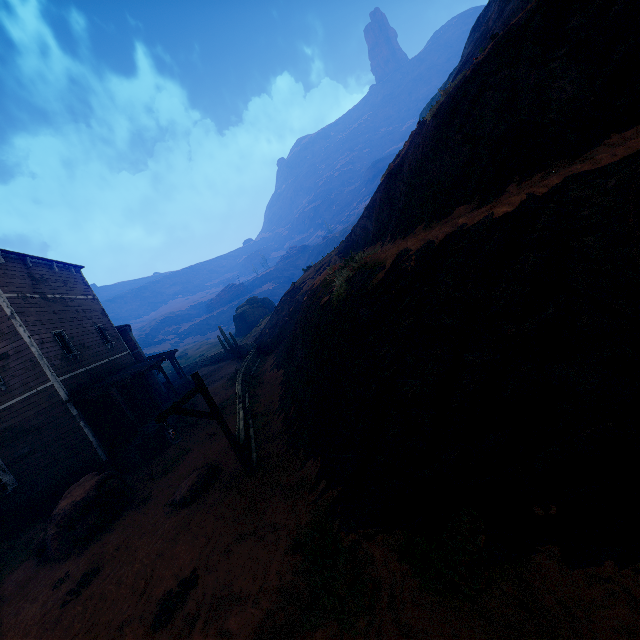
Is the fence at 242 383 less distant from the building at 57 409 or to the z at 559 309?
the z at 559 309

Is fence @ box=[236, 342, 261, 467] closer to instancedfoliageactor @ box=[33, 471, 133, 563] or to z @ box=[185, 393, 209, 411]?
z @ box=[185, 393, 209, 411]

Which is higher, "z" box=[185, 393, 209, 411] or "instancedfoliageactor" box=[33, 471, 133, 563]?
"instancedfoliageactor" box=[33, 471, 133, 563]

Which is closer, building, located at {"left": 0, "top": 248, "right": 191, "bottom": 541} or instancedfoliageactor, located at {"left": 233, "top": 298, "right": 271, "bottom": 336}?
building, located at {"left": 0, "top": 248, "right": 191, "bottom": 541}

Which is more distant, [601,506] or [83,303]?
[83,303]

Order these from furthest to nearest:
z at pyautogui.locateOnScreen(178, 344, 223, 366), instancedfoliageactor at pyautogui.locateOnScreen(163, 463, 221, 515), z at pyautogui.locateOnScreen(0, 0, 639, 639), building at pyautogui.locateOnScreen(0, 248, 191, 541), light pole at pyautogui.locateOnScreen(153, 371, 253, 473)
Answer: z at pyautogui.locateOnScreen(178, 344, 223, 366) < building at pyautogui.locateOnScreen(0, 248, 191, 541) < instancedfoliageactor at pyautogui.locateOnScreen(163, 463, 221, 515) < light pole at pyautogui.locateOnScreen(153, 371, 253, 473) < z at pyautogui.locateOnScreen(0, 0, 639, 639)

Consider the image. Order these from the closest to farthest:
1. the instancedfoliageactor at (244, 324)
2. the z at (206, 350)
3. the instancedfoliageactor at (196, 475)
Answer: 1. the instancedfoliageactor at (196, 475)
2. the z at (206, 350)
3. the instancedfoliageactor at (244, 324)

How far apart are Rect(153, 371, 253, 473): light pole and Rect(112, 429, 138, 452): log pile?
9.1m
